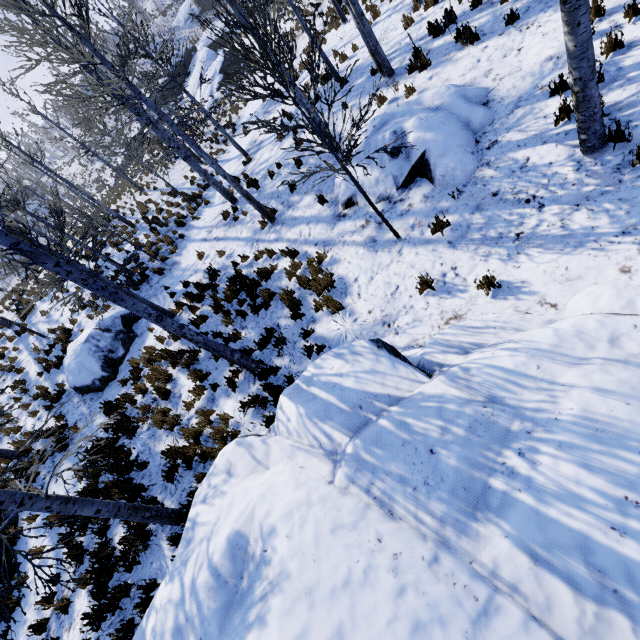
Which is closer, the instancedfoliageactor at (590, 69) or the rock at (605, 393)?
the rock at (605, 393)

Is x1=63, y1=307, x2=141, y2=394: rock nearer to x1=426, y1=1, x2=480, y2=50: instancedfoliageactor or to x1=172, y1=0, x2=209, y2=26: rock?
x1=426, y1=1, x2=480, y2=50: instancedfoliageactor

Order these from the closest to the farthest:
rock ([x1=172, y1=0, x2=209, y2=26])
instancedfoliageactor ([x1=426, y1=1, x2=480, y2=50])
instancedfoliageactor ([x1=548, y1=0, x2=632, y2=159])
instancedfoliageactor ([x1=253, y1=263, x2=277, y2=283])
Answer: instancedfoliageactor ([x1=548, y1=0, x2=632, y2=159])
instancedfoliageactor ([x1=426, y1=1, x2=480, y2=50])
instancedfoliageactor ([x1=253, y1=263, x2=277, y2=283])
rock ([x1=172, y1=0, x2=209, y2=26])

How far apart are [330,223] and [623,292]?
6.1m

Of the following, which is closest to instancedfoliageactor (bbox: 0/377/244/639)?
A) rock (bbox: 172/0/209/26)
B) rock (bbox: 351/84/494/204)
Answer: rock (bbox: 351/84/494/204)

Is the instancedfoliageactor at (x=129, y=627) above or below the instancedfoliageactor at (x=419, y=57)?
above

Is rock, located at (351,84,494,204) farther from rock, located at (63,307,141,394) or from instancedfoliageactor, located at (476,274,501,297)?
rock, located at (63,307,141,394)

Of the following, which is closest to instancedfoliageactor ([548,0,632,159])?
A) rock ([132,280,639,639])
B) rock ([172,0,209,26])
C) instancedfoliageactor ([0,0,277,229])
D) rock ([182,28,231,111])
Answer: rock ([132,280,639,639])
